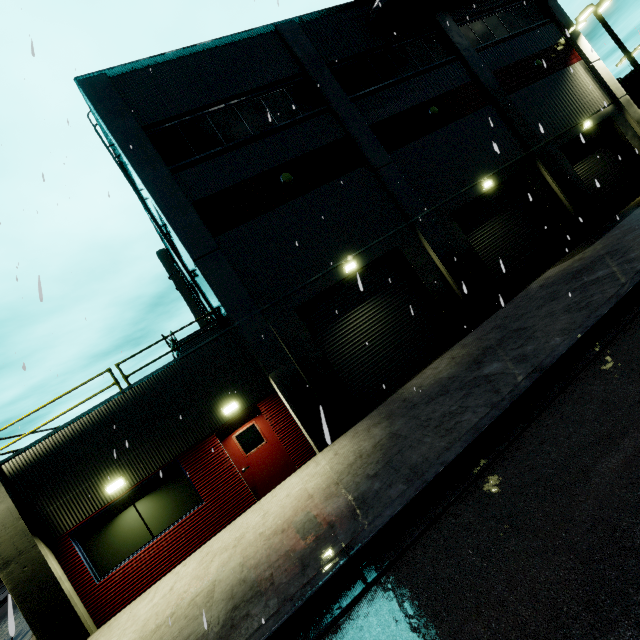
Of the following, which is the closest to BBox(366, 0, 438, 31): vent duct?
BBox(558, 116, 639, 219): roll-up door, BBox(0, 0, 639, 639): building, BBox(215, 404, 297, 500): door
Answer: BBox(0, 0, 639, 639): building

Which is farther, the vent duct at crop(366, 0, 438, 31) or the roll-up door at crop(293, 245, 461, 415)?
the vent duct at crop(366, 0, 438, 31)

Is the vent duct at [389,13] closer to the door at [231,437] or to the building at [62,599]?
the building at [62,599]

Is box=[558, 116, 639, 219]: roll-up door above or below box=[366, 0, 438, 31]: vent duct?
below

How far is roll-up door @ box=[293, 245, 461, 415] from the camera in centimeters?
1152cm

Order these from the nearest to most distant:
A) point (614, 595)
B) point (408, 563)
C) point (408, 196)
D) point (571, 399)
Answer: point (614, 595), point (408, 563), point (571, 399), point (408, 196)

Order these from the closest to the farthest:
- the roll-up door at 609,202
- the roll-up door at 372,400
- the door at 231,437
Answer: the door at 231,437 → the roll-up door at 372,400 → the roll-up door at 609,202
